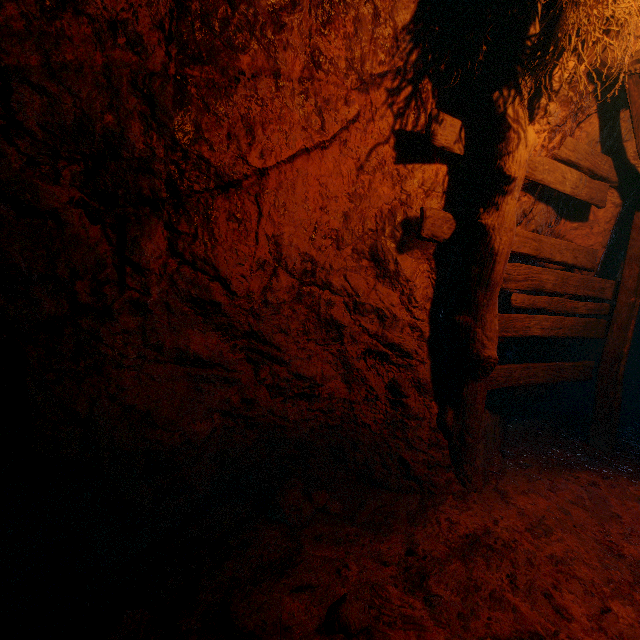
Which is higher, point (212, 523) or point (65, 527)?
point (65, 527)

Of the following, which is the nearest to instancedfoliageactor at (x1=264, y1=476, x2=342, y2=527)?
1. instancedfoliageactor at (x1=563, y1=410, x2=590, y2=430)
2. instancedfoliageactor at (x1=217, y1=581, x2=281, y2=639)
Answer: instancedfoliageactor at (x1=217, y1=581, x2=281, y2=639)

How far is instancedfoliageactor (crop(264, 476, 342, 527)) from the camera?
2.3 meters

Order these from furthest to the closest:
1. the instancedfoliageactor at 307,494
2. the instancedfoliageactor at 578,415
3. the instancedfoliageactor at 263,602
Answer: the instancedfoliageactor at 578,415 → the instancedfoliageactor at 307,494 → the instancedfoliageactor at 263,602

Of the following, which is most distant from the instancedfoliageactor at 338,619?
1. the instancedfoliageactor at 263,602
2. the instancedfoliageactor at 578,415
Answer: the instancedfoliageactor at 578,415

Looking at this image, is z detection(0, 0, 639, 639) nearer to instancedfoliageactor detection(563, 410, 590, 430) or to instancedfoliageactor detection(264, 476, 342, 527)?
instancedfoliageactor detection(563, 410, 590, 430)

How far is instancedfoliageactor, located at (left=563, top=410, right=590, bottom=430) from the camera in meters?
4.6 m

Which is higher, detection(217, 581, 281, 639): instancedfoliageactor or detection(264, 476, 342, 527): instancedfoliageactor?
detection(217, 581, 281, 639): instancedfoliageactor
